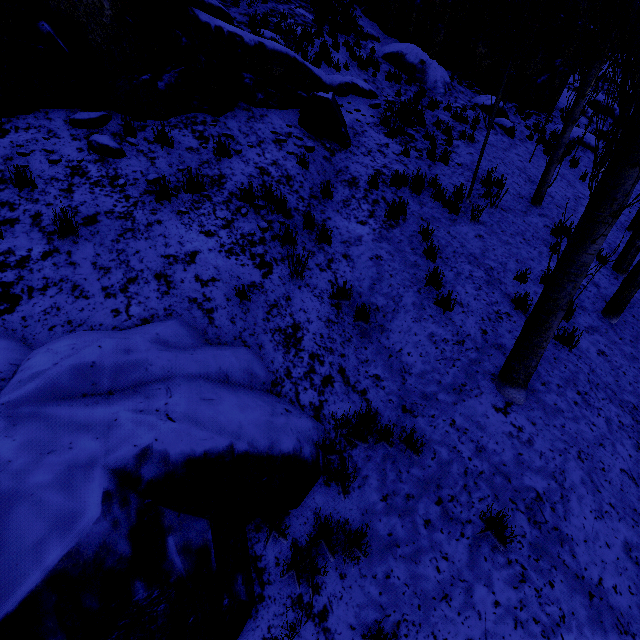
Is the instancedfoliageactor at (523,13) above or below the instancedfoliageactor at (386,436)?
above

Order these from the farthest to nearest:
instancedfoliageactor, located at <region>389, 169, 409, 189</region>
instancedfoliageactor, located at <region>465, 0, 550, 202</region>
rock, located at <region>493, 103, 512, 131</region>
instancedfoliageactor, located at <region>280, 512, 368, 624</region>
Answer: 1. rock, located at <region>493, 103, 512, 131</region>
2. instancedfoliageactor, located at <region>389, 169, 409, 189</region>
3. instancedfoliageactor, located at <region>465, 0, 550, 202</region>
4. instancedfoliageactor, located at <region>280, 512, 368, 624</region>

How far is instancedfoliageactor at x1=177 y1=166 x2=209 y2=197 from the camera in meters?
5.1

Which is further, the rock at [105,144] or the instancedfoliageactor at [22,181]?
the rock at [105,144]

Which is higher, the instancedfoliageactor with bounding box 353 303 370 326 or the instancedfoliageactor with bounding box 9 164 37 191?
the instancedfoliageactor with bounding box 9 164 37 191

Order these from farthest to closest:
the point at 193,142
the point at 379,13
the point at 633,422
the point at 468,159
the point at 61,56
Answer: the point at 379,13 → the point at 468,159 → the point at 193,142 → the point at 61,56 → the point at 633,422
